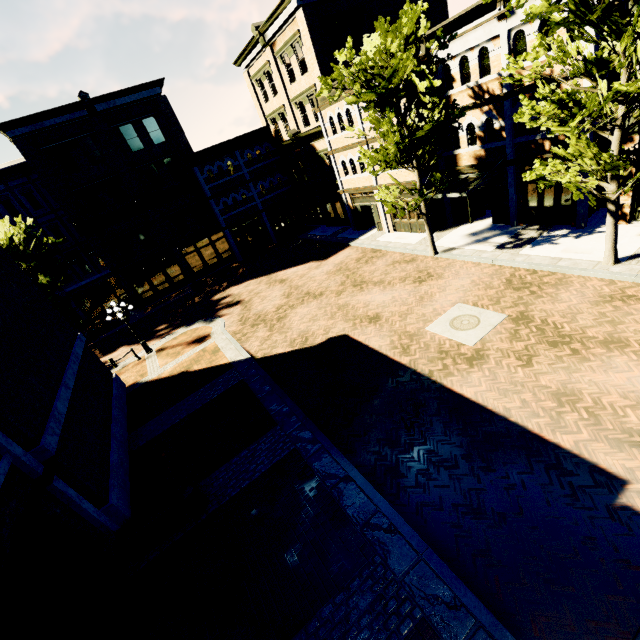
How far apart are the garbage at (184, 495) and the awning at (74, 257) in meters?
27.3 m

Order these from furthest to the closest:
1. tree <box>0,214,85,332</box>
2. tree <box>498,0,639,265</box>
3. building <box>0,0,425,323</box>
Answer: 1. building <box>0,0,425,323</box>
2. tree <box>0,214,85,332</box>
3. tree <box>498,0,639,265</box>

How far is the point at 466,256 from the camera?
16.0 meters

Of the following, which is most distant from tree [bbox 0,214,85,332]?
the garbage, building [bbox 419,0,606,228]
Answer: the garbage

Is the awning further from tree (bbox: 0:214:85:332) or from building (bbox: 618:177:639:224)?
building (bbox: 618:177:639:224)

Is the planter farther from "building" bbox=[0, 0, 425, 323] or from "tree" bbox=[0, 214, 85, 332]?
"building" bbox=[0, 0, 425, 323]

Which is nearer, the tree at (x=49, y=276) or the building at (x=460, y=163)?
the building at (x=460, y=163)

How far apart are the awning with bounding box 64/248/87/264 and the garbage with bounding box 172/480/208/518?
27.3m
